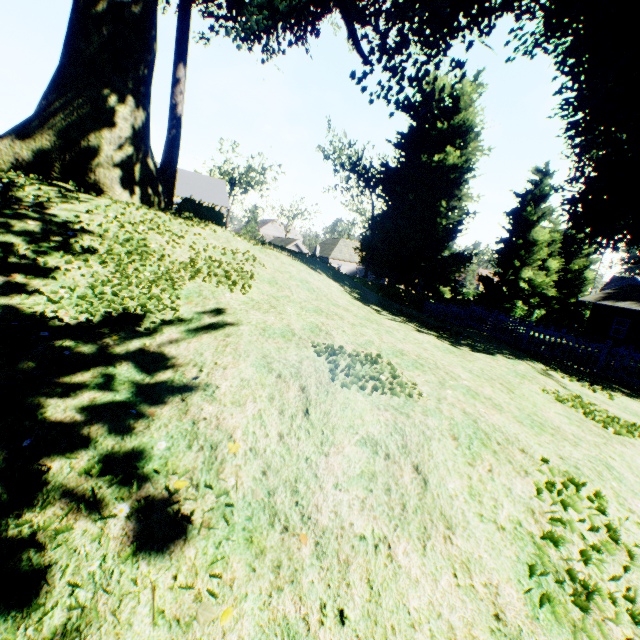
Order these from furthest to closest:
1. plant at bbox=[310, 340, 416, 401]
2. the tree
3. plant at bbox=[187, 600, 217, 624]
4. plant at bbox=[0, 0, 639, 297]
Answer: the tree
plant at bbox=[0, 0, 639, 297]
plant at bbox=[310, 340, 416, 401]
plant at bbox=[187, 600, 217, 624]

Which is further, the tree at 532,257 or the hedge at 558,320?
the tree at 532,257

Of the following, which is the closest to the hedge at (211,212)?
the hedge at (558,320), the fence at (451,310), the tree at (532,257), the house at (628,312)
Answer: the fence at (451,310)

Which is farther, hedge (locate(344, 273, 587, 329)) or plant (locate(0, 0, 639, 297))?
hedge (locate(344, 273, 587, 329))

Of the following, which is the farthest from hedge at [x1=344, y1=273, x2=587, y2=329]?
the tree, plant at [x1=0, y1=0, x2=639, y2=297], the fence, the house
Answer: the house

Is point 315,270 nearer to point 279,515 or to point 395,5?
point 279,515

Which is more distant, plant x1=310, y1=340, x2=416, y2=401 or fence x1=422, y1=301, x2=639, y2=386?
fence x1=422, y1=301, x2=639, y2=386

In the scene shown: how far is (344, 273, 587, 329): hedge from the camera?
26.0m
